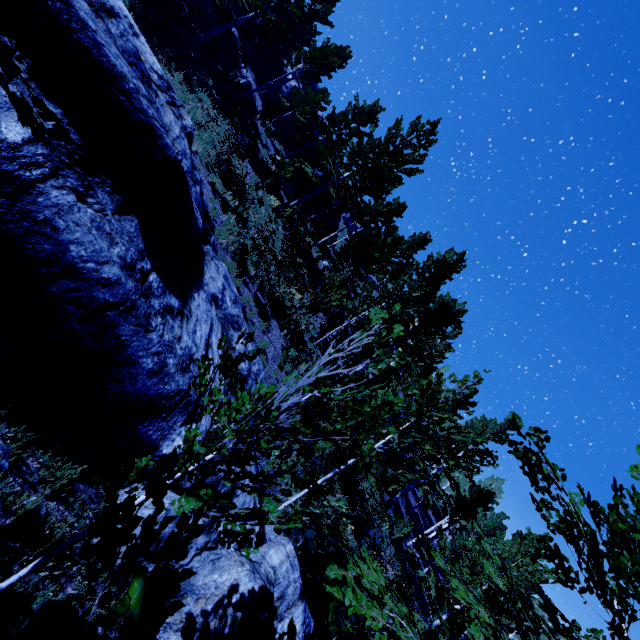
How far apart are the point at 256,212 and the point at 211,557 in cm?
1441

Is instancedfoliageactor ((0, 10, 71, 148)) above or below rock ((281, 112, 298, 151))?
below

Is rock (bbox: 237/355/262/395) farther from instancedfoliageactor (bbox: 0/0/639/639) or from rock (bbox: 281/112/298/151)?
rock (bbox: 281/112/298/151)

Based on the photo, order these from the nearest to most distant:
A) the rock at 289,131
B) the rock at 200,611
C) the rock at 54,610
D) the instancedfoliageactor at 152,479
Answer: the instancedfoliageactor at 152,479 < the rock at 54,610 < the rock at 200,611 < the rock at 289,131

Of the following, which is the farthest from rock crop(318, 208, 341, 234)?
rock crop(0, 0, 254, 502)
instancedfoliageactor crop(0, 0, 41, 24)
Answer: rock crop(0, 0, 254, 502)

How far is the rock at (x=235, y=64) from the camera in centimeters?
2206cm
